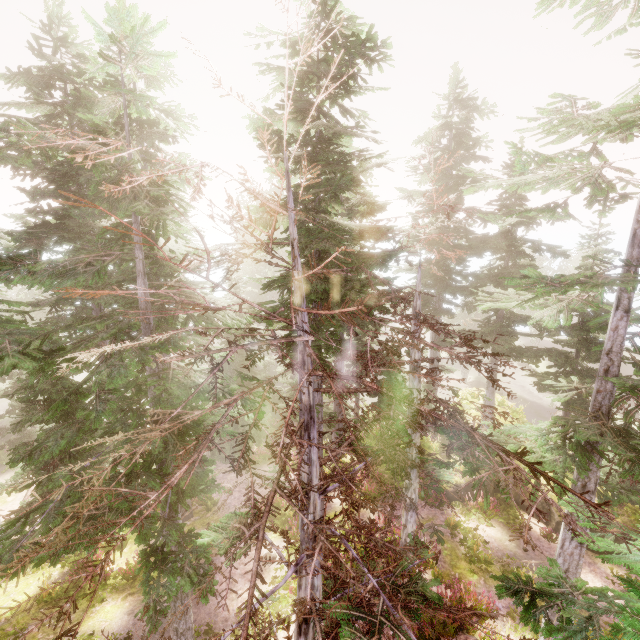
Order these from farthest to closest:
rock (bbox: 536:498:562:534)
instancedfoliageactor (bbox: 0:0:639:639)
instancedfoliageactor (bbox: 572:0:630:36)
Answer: rock (bbox: 536:498:562:534) → instancedfoliageactor (bbox: 572:0:630:36) → instancedfoliageactor (bbox: 0:0:639:639)

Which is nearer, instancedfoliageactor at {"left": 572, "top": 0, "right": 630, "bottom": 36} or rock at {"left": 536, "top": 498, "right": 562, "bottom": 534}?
instancedfoliageactor at {"left": 572, "top": 0, "right": 630, "bottom": 36}

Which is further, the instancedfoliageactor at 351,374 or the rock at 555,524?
the rock at 555,524

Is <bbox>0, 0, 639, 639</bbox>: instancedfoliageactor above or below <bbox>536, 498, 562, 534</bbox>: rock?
above

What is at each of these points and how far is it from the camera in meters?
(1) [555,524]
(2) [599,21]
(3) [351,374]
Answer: (1) rock, 14.7
(2) instancedfoliageactor, 6.9
(3) instancedfoliageactor, 18.1

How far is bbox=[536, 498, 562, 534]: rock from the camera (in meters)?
14.62

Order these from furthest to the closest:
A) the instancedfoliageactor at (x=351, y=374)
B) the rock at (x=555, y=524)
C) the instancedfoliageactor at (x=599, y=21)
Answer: the rock at (x=555, y=524) < the instancedfoliageactor at (x=599, y=21) < the instancedfoliageactor at (x=351, y=374)
